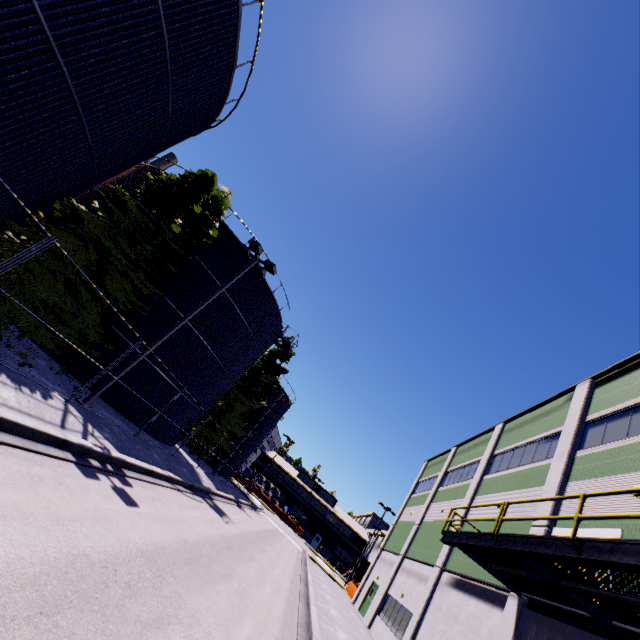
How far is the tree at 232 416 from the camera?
31.4 meters

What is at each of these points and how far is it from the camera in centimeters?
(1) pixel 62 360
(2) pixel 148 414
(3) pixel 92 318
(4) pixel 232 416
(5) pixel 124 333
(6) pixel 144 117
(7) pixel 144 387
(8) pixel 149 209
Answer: (1) silo, 1628cm
(2) silo, 1936cm
(3) tree, 1396cm
(4) tree, 3356cm
(5) silo, 1781cm
(6) silo, 1105cm
(7) silo, 1870cm
(8) tree, 1360cm

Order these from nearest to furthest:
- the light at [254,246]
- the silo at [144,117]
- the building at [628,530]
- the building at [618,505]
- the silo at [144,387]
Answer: the silo at [144,117]
the building at [628,530]
the building at [618,505]
the light at [254,246]
the silo at [144,387]

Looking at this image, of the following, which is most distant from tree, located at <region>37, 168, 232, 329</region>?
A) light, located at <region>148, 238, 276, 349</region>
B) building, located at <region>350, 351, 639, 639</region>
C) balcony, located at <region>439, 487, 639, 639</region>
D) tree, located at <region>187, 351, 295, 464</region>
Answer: balcony, located at <region>439, 487, 639, 639</region>

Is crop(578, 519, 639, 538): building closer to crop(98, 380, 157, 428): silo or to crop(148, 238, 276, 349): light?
crop(98, 380, 157, 428): silo

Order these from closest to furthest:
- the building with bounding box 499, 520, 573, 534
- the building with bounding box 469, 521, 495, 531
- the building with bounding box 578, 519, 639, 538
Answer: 1. the building with bounding box 578, 519, 639, 538
2. the building with bounding box 499, 520, 573, 534
3. the building with bounding box 469, 521, 495, 531

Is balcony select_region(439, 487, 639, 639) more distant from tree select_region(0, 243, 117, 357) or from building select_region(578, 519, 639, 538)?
tree select_region(0, 243, 117, 357)

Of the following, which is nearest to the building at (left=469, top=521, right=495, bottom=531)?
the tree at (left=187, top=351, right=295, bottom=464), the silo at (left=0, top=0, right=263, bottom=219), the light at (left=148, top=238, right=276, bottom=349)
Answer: the tree at (left=187, top=351, right=295, bottom=464)
